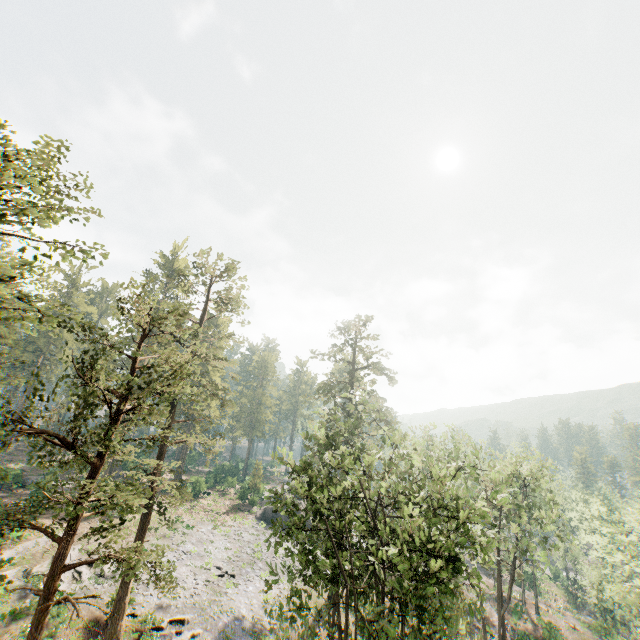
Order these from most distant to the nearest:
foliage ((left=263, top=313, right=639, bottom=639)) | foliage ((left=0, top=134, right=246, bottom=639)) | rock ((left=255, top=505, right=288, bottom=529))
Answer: rock ((left=255, top=505, right=288, bottom=529))
foliage ((left=263, top=313, right=639, bottom=639))
foliage ((left=0, top=134, right=246, bottom=639))

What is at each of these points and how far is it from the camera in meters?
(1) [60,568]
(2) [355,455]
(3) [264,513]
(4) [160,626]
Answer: (1) foliage, 11.4
(2) foliage, 16.5
(3) rock, 45.5
(4) foliage, 23.1

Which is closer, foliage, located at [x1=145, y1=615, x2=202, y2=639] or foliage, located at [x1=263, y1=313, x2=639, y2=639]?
foliage, located at [x1=263, y1=313, x2=639, y2=639]

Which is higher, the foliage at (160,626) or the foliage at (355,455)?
the foliage at (355,455)

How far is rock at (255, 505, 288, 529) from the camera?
44.8m

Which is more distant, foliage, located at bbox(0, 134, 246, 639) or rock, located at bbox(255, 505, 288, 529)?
rock, located at bbox(255, 505, 288, 529)

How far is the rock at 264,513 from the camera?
44.8m
